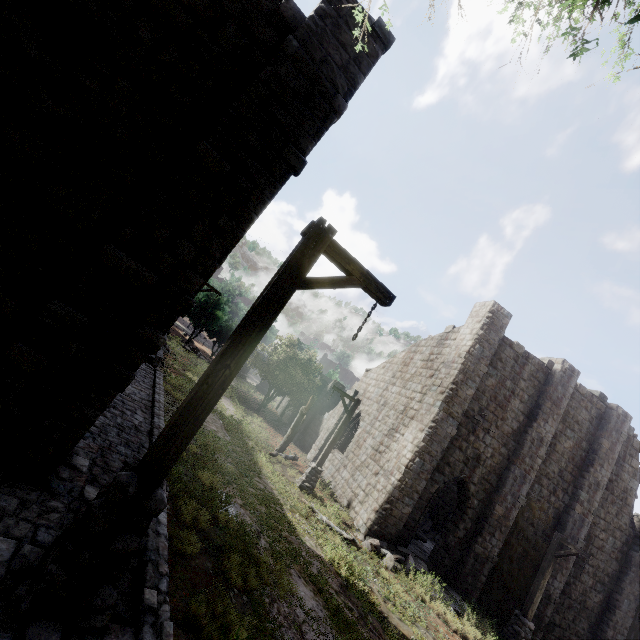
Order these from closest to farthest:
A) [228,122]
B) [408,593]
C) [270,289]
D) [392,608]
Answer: [270,289] < [228,122] < [392,608] < [408,593]

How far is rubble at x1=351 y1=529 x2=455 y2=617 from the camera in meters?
11.1 m

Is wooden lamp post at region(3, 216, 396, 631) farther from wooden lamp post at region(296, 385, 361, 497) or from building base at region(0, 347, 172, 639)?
wooden lamp post at region(296, 385, 361, 497)

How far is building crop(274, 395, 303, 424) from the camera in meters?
32.4

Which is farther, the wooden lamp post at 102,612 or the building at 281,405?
the building at 281,405

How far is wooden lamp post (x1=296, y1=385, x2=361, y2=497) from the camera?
14.3 meters

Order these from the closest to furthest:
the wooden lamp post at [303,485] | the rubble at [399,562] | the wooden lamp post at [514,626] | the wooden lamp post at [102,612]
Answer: the wooden lamp post at [102,612] < the rubble at [399,562] < the wooden lamp post at [514,626] < the wooden lamp post at [303,485]

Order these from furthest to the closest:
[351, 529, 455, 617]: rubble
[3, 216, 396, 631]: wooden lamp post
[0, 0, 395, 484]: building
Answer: [351, 529, 455, 617]: rubble, [0, 0, 395, 484]: building, [3, 216, 396, 631]: wooden lamp post
